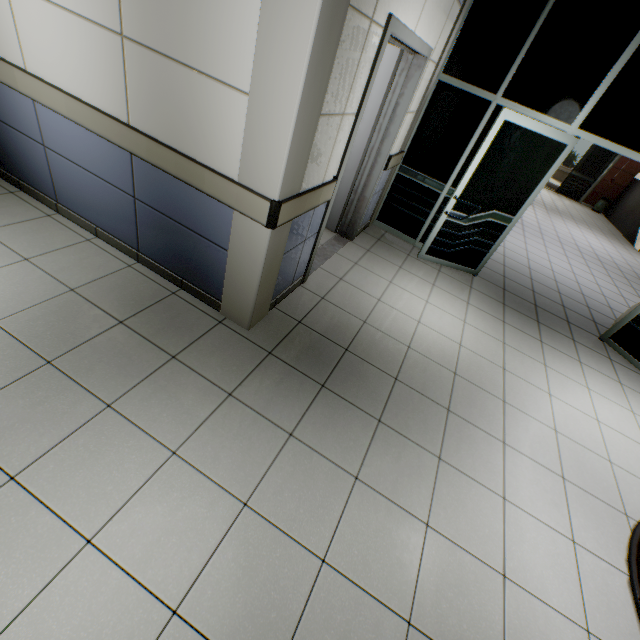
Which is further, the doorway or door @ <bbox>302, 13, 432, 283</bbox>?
the doorway

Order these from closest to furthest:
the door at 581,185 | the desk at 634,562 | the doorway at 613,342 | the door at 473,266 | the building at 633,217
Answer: the desk at 634,562, the door at 473,266, the doorway at 613,342, the building at 633,217, the door at 581,185

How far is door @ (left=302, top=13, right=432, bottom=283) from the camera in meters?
2.4 m

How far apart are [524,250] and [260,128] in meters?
6.7 m

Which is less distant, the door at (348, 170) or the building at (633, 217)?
the door at (348, 170)

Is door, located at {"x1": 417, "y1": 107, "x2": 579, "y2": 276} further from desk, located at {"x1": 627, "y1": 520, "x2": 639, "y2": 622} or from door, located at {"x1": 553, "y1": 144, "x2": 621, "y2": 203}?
door, located at {"x1": 553, "y1": 144, "x2": 621, "y2": 203}

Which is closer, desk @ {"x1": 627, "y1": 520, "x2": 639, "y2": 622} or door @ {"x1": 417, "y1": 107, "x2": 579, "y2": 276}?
desk @ {"x1": 627, "y1": 520, "x2": 639, "y2": 622}

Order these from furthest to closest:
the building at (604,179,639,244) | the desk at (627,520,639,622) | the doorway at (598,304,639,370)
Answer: the building at (604,179,639,244) → the doorway at (598,304,639,370) → the desk at (627,520,639,622)
